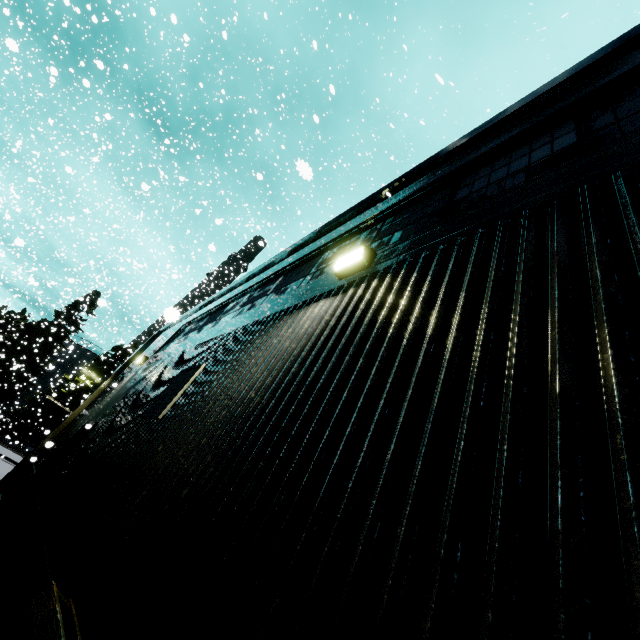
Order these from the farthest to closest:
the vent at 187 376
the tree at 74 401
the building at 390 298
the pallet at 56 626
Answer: the tree at 74 401 → the vent at 187 376 → the pallet at 56 626 → the building at 390 298

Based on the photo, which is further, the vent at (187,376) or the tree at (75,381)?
the tree at (75,381)

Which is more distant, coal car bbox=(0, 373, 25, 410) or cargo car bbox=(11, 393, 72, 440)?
cargo car bbox=(11, 393, 72, 440)

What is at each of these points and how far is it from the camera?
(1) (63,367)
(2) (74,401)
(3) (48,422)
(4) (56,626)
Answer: (1) silo, 45.69m
(2) tree, 39.59m
(3) cargo car, 33.78m
(4) pallet, 1.85m

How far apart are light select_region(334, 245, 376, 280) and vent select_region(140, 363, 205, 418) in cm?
258

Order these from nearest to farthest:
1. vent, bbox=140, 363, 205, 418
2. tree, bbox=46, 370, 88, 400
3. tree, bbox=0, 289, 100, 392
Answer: vent, bbox=140, 363, 205, 418 → tree, bbox=46, 370, 88, 400 → tree, bbox=0, 289, 100, 392

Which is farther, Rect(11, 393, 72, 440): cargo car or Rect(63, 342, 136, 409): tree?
Rect(63, 342, 136, 409): tree

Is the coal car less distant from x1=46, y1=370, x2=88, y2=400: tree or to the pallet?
x1=46, y1=370, x2=88, y2=400: tree
